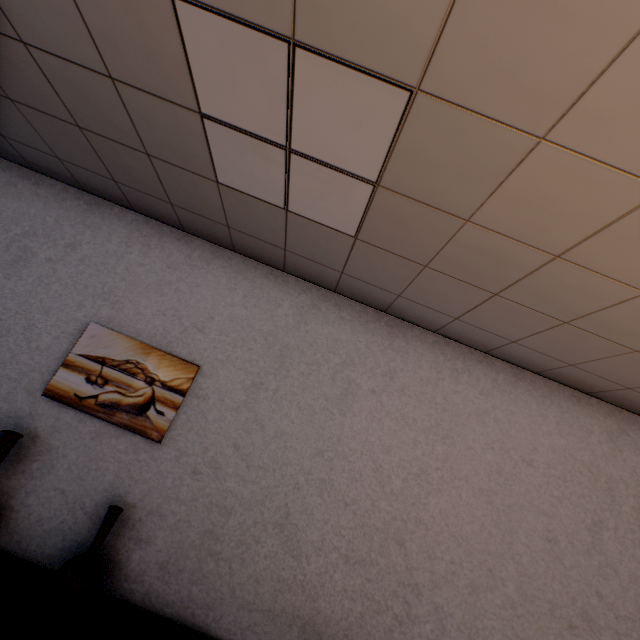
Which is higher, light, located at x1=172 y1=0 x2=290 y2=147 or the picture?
light, located at x1=172 y1=0 x2=290 y2=147

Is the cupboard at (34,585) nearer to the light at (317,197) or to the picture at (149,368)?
the picture at (149,368)

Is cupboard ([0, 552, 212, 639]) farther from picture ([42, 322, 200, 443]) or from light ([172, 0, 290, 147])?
light ([172, 0, 290, 147])

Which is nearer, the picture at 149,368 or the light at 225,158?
the light at 225,158

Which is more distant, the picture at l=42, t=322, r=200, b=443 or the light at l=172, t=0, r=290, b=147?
the picture at l=42, t=322, r=200, b=443

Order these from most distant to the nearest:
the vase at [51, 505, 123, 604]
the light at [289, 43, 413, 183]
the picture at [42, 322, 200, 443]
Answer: the picture at [42, 322, 200, 443], the vase at [51, 505, 123, 604], the light at [289, 43, 413, 183]

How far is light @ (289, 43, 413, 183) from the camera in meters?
1.2

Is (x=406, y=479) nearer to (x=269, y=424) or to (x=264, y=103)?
(x=269, y=424)
